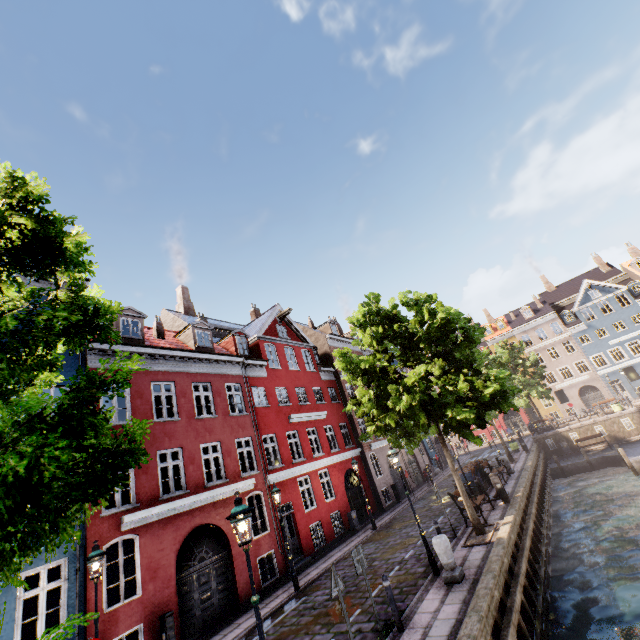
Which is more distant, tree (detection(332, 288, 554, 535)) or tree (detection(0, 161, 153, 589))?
tree (detection(332, 288, 554, 535))

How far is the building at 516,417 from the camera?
46.03m

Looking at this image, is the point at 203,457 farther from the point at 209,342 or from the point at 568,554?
the point at 568,554

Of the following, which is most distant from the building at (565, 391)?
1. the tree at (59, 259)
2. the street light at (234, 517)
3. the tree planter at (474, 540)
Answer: the tree planter at (474, 540)

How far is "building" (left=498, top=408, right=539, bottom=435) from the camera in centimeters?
4603cm

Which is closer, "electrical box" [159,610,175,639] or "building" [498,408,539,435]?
"electrical box" [159,610,175,639]

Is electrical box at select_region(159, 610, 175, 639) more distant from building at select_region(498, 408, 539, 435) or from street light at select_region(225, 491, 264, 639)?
street light at select_region(225, 491, 264, 639)

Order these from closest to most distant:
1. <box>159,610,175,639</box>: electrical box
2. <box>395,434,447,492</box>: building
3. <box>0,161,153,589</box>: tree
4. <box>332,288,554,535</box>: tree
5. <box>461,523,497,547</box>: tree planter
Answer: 1. <box>0,161,153,589</box>: tree
2. <box>159,610,175,639</box>: electrical box
3. <box>461,523,497,547</box>: tree planter
4. <box>332,288,554,535</box>: tree
5. <box>395,434,447,492</box>: building
